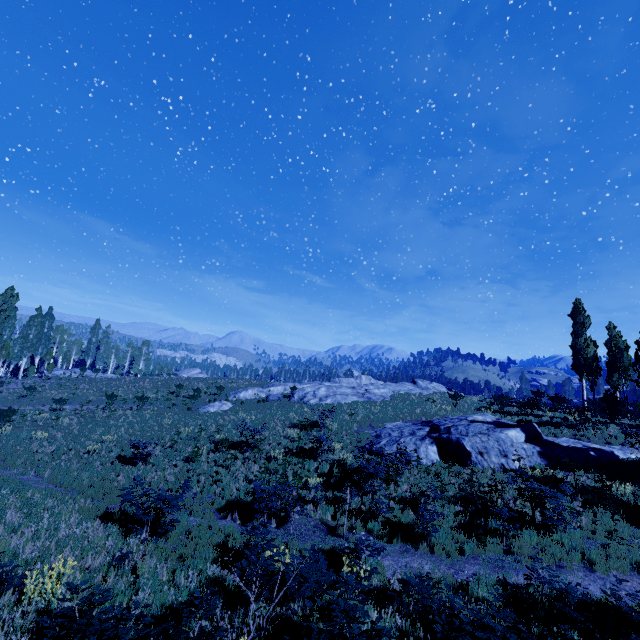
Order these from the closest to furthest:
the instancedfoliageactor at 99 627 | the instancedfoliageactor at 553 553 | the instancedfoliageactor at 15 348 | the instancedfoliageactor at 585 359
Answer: the instancedfoliageactor at 99 627, the instancedfoliageactor at 553 553, the instancedfoliageactor at 585 359, the instancedfoliageactor at 15 348

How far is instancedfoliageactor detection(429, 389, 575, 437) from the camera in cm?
1984

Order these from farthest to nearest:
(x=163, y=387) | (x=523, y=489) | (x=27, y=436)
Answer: (x=163, y=387), (x=27, y=436), (x=523, y=489)

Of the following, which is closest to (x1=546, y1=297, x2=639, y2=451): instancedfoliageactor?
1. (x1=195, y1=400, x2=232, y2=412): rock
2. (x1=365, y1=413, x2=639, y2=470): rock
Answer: (x1=365, y1=413, x2=639, y2=470): rock

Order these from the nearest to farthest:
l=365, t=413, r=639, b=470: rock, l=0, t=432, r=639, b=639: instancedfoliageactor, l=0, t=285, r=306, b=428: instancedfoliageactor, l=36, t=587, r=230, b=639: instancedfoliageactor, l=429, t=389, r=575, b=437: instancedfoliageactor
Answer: l=36, t=587, r=230, b=639: instancedfoliageactor < l=0, t=432, r=639, b=639: instancedfoliageactor < l=365, t=413, r=639, b=470: rock < l=429, t=389, r=575, b=437: instancedfoliageactor < l=0, t=285, r=306, b=428: instancedfoliageactor

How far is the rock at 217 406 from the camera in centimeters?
3102cm

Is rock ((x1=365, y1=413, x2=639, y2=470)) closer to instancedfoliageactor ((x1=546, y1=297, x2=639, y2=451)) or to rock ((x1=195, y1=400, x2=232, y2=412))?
instancedfoliageactor ((x1=546, y1=297, x2=639, y2=451))
